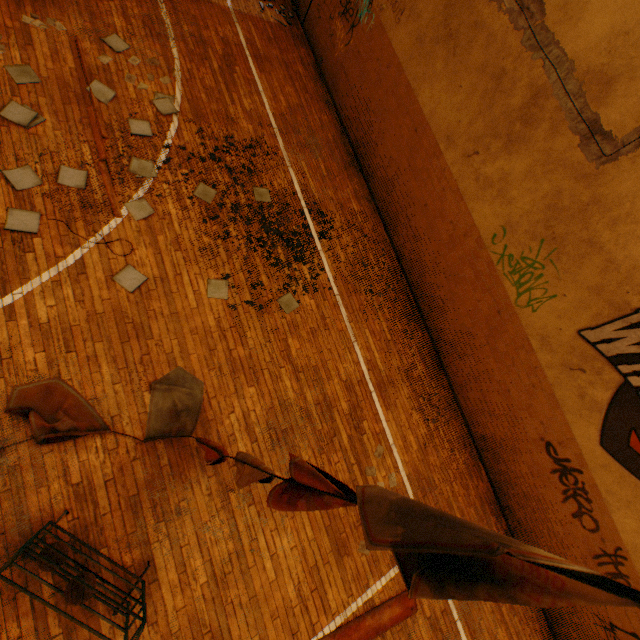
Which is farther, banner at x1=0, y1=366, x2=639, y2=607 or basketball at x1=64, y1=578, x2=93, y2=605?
basketball at x1=64, y1=578, x2=93, y2=605

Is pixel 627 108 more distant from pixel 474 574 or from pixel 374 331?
pixel 474 574

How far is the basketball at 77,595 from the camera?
2.8m

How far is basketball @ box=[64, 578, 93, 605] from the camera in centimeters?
279cm

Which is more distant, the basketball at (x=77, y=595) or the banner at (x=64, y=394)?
the basketball at (x=77, y=595)
